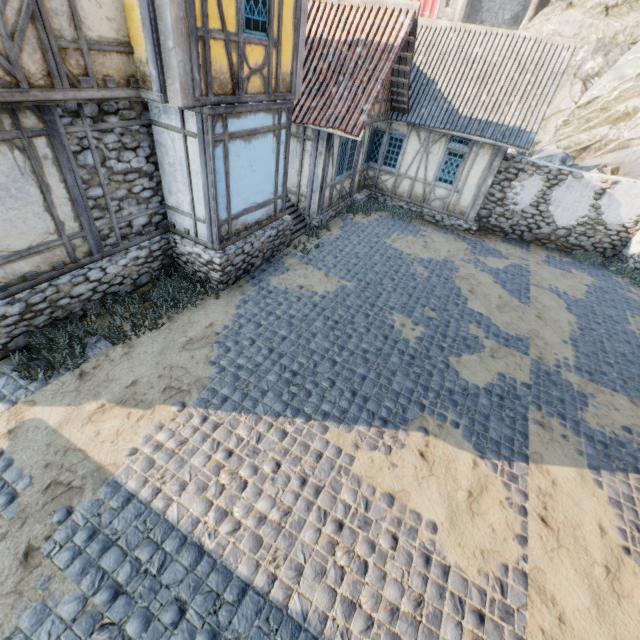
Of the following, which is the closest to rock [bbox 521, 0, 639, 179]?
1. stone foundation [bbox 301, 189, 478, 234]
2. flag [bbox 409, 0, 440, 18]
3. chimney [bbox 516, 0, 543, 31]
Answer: chimney [bbox 516, 0, 543, 31]

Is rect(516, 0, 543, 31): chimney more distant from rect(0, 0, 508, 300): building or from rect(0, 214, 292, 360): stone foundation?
rect(0, 214, 292, 360): stone foundation

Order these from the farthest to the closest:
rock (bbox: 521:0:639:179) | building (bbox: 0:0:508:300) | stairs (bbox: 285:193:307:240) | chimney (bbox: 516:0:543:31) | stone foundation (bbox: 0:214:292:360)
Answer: chimney (bbox: 516:0:543:31)
rock (bbox: 521:0:639:179)
stairs (bbox: 285:193:307:240)
stone foundation (bbox: 0:214:292:360)
building (bbox: 0:0:508:300)

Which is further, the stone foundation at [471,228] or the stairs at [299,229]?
the stone foundation at [471,228]

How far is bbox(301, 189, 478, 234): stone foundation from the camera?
12.0m

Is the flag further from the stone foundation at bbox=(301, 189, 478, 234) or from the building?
the stone foundation at bbox=(301, 189, 478, 234)

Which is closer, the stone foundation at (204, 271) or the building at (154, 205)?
the building at (154, 205)

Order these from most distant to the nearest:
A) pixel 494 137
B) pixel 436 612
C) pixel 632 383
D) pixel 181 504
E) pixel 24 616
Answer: pixel 494 137, pixel 632 383, pixel 181 504, pixel 436 612, pixel 24 616
